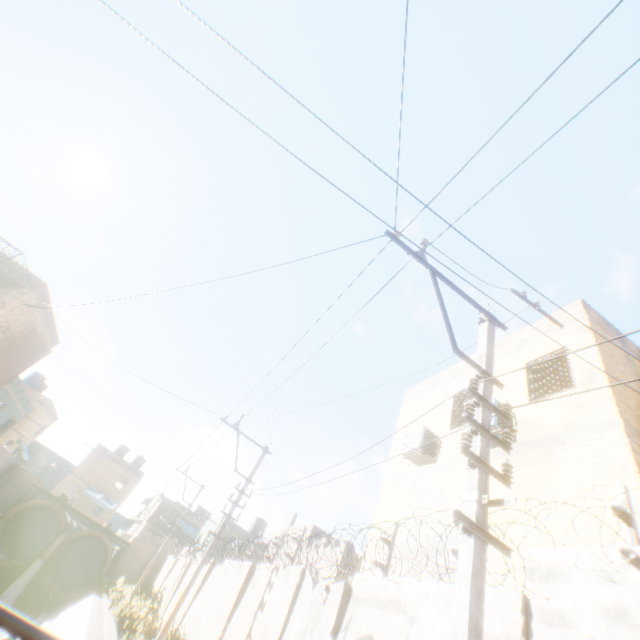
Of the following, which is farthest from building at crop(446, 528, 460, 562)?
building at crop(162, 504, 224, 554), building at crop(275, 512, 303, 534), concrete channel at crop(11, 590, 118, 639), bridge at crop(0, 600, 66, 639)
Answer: building at crop(162, 504, 224, 554)

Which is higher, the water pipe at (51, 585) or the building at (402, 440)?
the building at (402, 440)

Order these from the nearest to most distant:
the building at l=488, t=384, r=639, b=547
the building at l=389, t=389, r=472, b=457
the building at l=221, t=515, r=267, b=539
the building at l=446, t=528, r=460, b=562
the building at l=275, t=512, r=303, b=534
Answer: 1. the building at l=488, t=384, r=639, b=547
2. the building at l=446, t=528, r=460, b=562
3. the building at l=389, t=389, r=472, b=457
4. the building at l=275, t=512, r=303, b=534
5. the building at l=221, t=515, r=267, b=539

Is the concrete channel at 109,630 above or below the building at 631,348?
below

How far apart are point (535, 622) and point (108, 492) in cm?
4897

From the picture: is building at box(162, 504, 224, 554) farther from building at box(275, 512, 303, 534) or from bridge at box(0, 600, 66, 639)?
bridge at box(0, 600, 66, 639)

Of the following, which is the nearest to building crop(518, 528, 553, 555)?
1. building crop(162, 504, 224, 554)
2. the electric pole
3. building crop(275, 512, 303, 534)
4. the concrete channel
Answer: the concrete channel

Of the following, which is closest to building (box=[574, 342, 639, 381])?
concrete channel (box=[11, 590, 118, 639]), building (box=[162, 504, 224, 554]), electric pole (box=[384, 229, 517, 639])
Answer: concrete channel (box=[11, 590, 118, 639])
